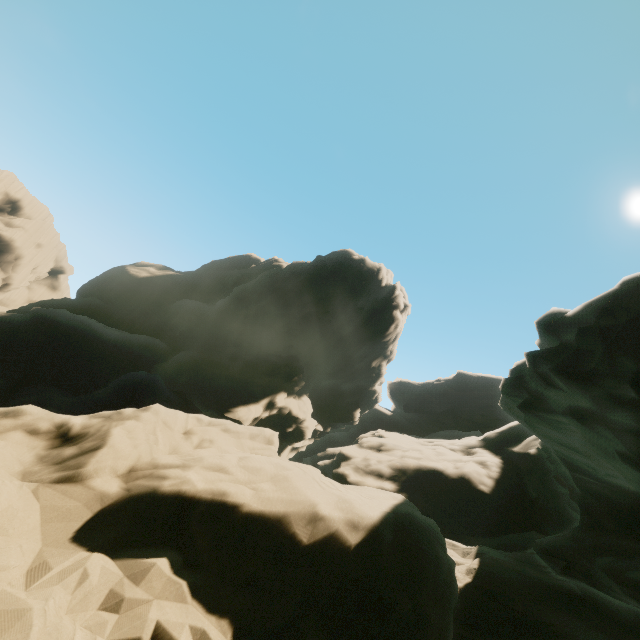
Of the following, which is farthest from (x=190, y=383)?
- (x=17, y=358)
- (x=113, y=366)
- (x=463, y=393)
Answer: (x=463, y=393)
